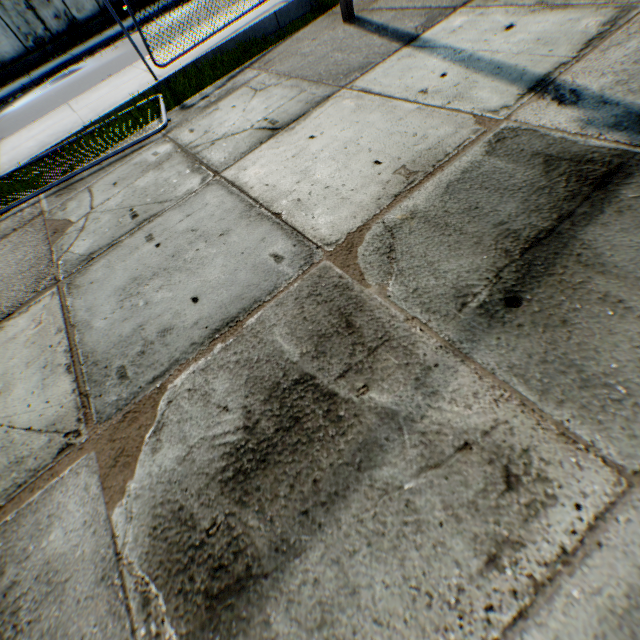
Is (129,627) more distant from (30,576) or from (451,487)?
(451,487)
